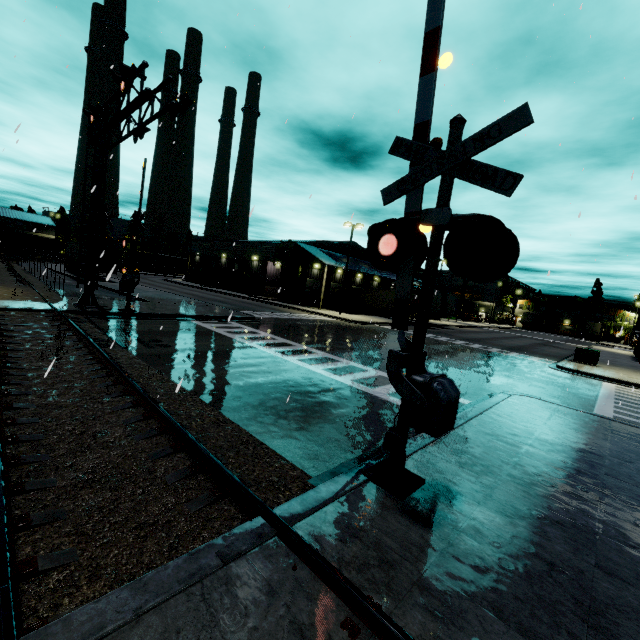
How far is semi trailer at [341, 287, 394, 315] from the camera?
40.7 meters

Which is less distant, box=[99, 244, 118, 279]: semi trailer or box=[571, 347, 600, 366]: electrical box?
box=[571, 347, 600, 366]: electrical box

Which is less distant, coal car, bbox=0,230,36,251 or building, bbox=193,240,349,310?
building, bbox=193,240,349,310

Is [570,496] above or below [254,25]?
below

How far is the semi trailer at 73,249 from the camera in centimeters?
3578cm

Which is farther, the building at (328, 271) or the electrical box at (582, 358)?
the building at (328, 271)

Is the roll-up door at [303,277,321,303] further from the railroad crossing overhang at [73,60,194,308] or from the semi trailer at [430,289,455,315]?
the railroad crossing overhang at [73,60,194,308]
